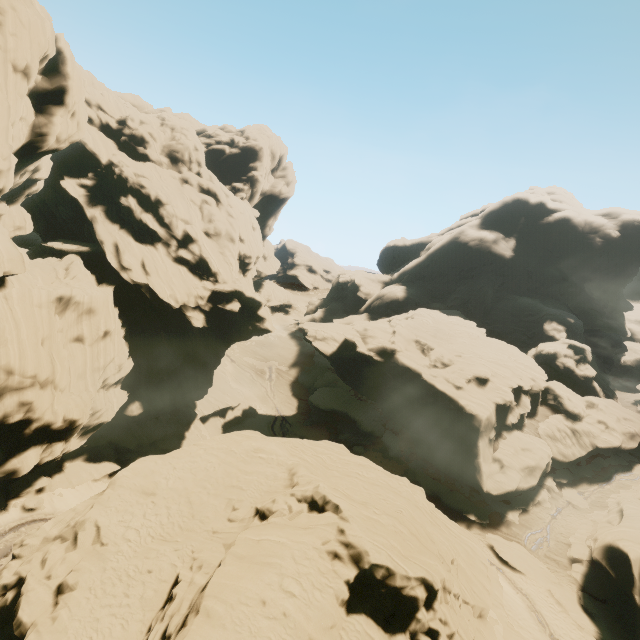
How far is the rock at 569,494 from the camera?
36.8 meters

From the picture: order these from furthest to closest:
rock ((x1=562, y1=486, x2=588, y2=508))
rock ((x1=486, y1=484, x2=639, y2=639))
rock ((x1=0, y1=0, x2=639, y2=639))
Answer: rock ((x1=562, y1=486, x2=588, y2=508)), rock ((x1=486, y1=484, x2=639, y2=639)), rock ((x1=0, y1=0, x2=639, y2=639))

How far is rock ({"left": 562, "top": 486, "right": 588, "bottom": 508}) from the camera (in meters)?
36.81

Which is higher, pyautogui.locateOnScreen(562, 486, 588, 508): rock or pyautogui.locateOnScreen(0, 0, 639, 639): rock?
pyautogui.locateOnScreen(0, 0, 639, 639): rock

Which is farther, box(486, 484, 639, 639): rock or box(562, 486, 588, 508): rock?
box(562, 486, 588, 508): rock

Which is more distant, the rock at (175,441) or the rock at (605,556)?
the rock at (605,556)

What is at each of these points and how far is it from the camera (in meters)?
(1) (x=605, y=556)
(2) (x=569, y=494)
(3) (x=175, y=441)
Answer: (1) rock, 27.59
(2) rock, 37.97
(3) rock, 40.78
